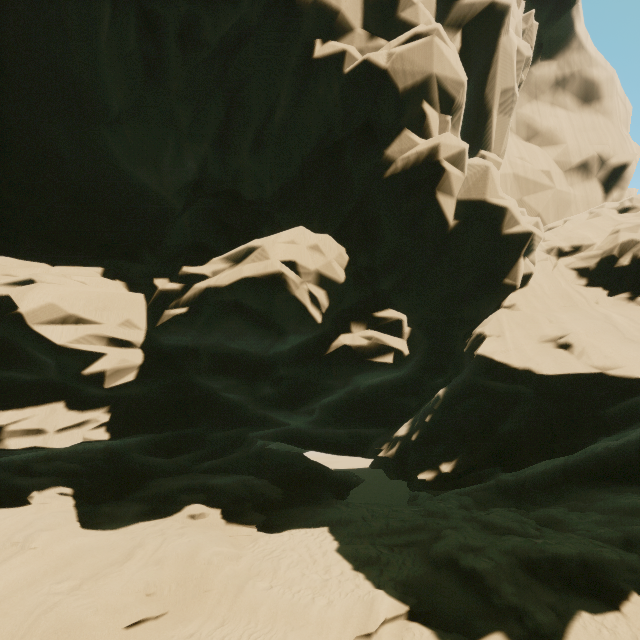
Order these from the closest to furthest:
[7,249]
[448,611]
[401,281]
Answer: [448,611]
[7,249]
[401,281]
